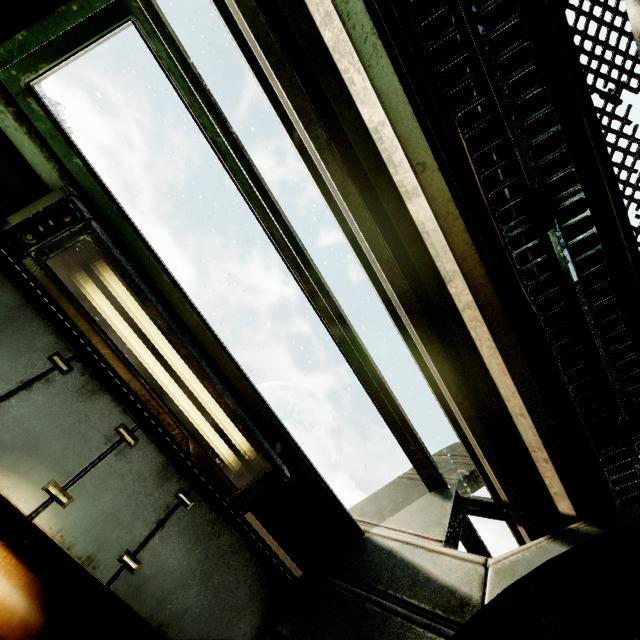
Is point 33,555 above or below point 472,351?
below
